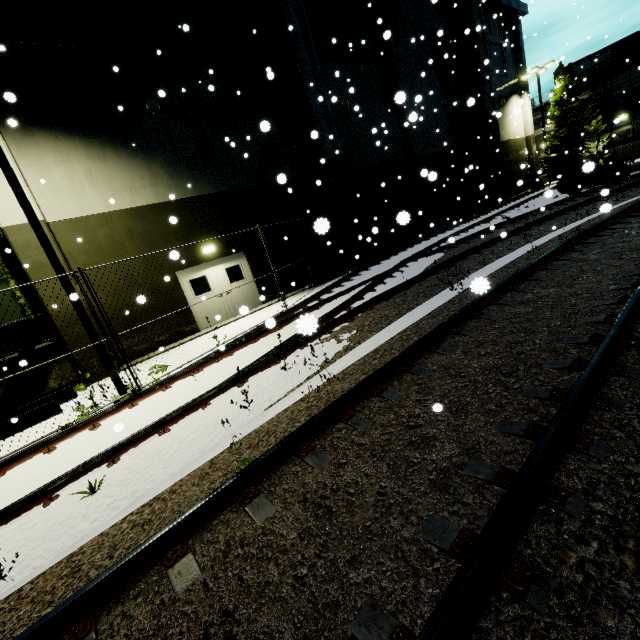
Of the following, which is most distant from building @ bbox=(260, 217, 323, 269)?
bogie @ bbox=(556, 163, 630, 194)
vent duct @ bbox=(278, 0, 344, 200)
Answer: bogie @ bbox=(556, 163, 630, 194)

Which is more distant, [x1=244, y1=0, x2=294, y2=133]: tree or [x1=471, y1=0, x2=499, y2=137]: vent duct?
[x1=471, y1=0, x2=499, y2=137]: vent duct

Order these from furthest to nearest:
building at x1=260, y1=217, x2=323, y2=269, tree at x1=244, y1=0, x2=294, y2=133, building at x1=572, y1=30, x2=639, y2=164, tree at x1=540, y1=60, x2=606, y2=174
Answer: building at x1=572, y1=30, x2=639, y2=164, tree at x1=540, y1=60, x2=606, y2=174, building at x1=260, y1=217, x2=323, y2=269, tree at x1=244, y1=0, x2=294, y2=133

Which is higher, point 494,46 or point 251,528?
point 494,46

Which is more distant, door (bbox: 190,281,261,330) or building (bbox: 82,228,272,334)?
door (bbox: 190,281,261,330)

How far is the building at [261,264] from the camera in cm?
1084

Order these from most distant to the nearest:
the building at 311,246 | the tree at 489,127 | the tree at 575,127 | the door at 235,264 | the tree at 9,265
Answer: the tree at 575,127 < the tree at 489,127 < the building at 311,246 < the door at 235,264 < the tree at 9,265

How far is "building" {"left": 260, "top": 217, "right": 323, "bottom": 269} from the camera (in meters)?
14.60
